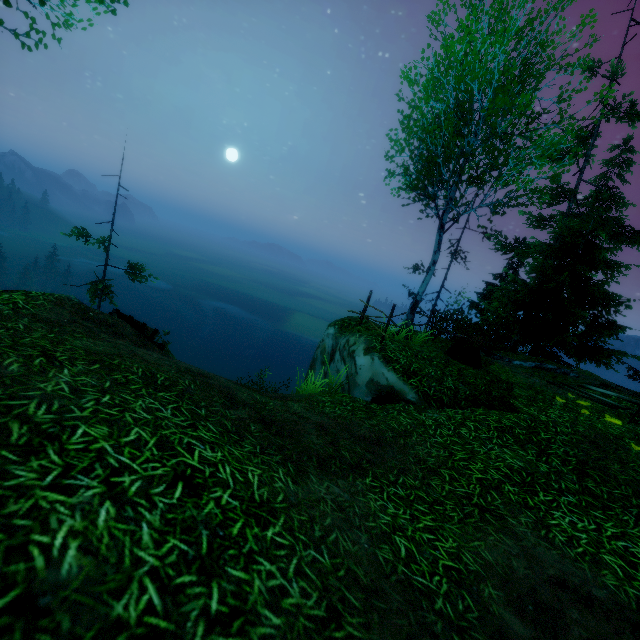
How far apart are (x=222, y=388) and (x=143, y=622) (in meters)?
3.32

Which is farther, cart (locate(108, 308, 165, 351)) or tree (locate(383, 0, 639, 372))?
cart (locate(108, 308, 165, 351))

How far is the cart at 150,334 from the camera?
9.7m

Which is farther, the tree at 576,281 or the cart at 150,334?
the cart at 150,334

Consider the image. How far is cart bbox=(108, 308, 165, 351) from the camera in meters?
9.7

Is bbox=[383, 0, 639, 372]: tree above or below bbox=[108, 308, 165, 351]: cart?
above
